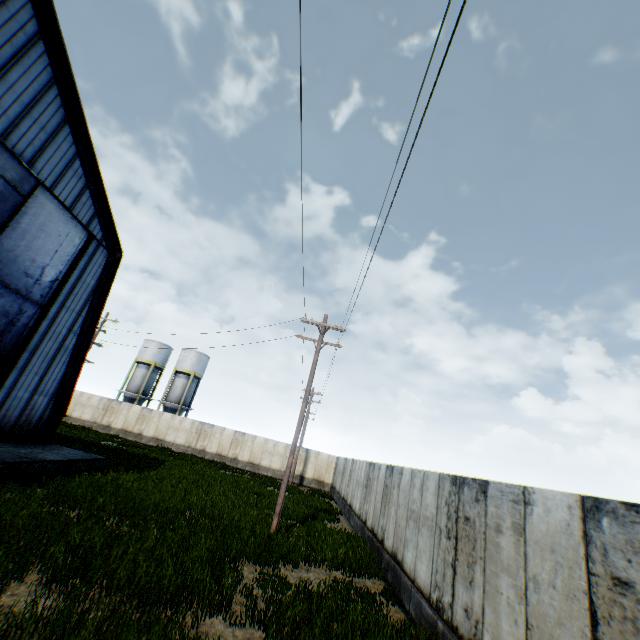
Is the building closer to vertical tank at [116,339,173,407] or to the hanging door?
the hanging door

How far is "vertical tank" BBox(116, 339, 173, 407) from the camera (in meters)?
43.26

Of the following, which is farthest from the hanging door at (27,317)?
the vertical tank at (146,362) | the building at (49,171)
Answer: the vertical tank at (146,362)

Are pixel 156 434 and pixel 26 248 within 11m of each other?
no

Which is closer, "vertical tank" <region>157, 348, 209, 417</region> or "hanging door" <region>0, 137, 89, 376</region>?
"hanging door" <region>0, 137, 89, 376</region>

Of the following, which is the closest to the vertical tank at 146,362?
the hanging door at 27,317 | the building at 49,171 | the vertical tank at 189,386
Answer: the vertical tank at 189,386

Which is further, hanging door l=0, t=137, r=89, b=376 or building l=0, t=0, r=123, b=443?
hanging door l=0, t=137, r=89, b=376

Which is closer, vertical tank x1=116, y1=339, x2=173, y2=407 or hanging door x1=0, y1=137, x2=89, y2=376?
hanging door x1=0, y1=137, x2=89, y2=376
